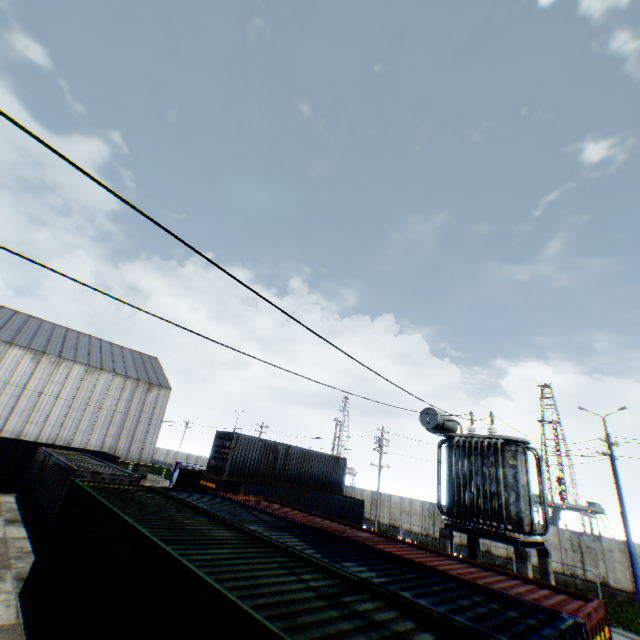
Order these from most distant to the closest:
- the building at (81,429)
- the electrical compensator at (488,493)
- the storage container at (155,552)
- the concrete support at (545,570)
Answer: the building at (81,429) → the electrical compensator at (488,493) → the concrete support at (545,570) → the storage container at (155,552)

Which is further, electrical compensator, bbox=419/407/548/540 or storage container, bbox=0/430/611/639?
electrical compensator, bbox=419/407/548/540

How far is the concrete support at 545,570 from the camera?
8.7 meters

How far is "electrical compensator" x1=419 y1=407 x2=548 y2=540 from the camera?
9.7 meters

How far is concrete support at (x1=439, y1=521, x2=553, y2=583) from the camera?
8.7 meters

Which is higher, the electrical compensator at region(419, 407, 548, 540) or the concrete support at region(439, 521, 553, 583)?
the electrical compensator at region(419, 407, 548, 540)

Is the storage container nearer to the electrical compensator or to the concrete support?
the concrete support

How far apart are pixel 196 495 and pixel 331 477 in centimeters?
1786cm
